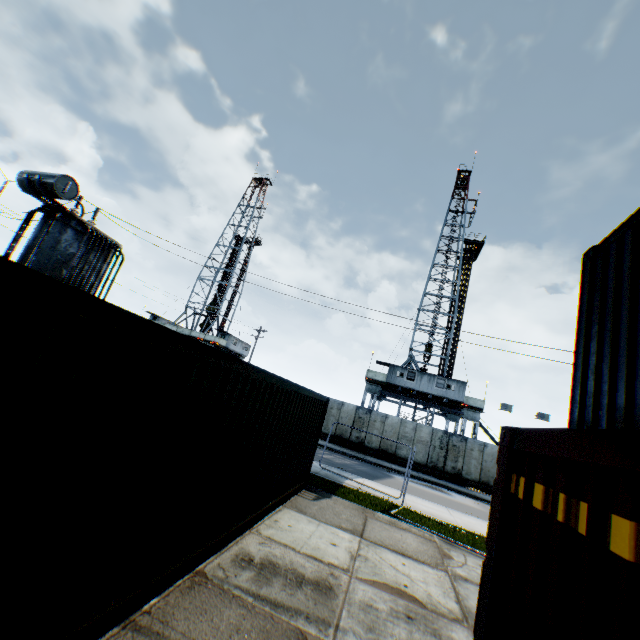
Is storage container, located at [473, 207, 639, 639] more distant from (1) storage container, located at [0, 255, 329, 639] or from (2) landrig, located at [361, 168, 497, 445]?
(2) landrig, located at [361, 168, 497, 445]

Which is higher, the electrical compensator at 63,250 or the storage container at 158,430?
the electrical compensator at 63,250

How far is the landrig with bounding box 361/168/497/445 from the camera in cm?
2905

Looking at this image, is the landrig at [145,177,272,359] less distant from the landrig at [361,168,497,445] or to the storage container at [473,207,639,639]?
the landrig at [361,168,497,445]

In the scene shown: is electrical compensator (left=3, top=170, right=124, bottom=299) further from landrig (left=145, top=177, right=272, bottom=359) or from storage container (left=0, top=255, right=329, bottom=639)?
landrig (left=145, top=177, right=272, bottom=359)

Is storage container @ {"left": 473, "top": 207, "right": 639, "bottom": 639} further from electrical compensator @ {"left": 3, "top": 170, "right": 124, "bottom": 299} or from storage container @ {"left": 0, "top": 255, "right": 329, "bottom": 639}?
electrical compensator @ {"left": 3, "top": 170, "right": 124, "bottom": 299}

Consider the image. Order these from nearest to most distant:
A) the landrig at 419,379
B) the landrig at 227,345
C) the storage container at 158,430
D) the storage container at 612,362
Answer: the storage container at 612,362 < the storage container at 158,430 < the landrig at 419,379 < the landrig at 227,345

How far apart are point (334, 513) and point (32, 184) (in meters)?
13.92
